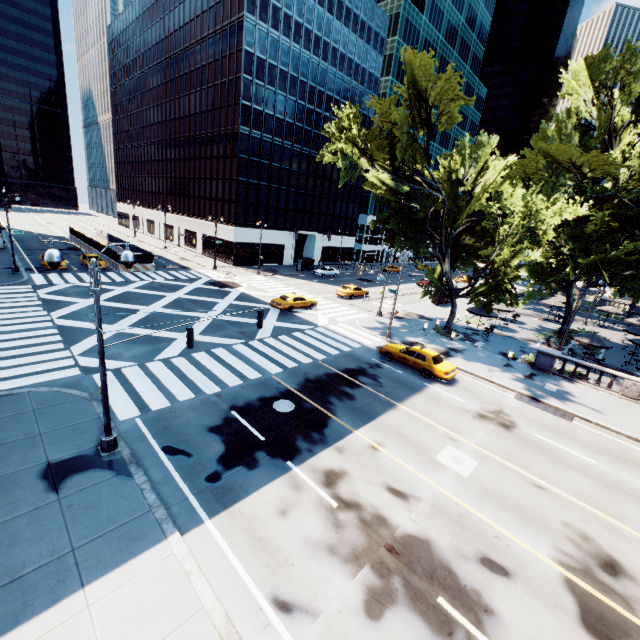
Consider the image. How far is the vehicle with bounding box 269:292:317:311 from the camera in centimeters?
3062cm

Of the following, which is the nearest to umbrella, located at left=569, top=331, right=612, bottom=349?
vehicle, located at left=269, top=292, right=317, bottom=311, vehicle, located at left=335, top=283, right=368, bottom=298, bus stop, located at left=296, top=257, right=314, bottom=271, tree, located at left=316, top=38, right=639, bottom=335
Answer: tree, located at left=316, top=38, right=639, bottom=335

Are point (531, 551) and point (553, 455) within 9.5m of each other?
yes

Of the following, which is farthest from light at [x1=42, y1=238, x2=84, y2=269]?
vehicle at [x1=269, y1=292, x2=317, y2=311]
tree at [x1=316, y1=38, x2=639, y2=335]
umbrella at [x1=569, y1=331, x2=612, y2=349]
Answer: umbrella at [x1=569, y1=331, x2=612, y2=349]

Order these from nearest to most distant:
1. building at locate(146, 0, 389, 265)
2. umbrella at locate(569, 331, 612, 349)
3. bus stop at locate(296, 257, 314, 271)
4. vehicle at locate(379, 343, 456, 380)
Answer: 1. vehicle at locate(379, 343, 456, 380)
2. umbrella at locate(569, 331, 612, 349)
3. building at locate(146, 0, 389, 265)
4. bus stop at locate(296, 257, 314, 271)

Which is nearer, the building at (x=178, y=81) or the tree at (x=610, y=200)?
the tree at (x=610, y=200)

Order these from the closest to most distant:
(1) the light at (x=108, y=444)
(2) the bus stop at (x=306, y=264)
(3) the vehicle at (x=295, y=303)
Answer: (1) the light at (x=108, y=444), (3) the vehicle at (x=295, y=303), (2) the bus stop at (x=306, y=264)

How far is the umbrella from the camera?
25.4m
